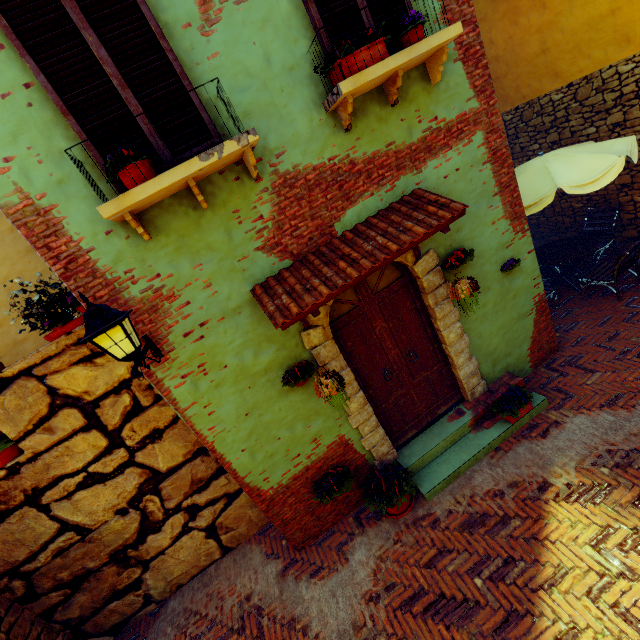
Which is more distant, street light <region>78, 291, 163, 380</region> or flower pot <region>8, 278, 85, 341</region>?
Answer: flower pot <region>8, 278, 85, 341</region>

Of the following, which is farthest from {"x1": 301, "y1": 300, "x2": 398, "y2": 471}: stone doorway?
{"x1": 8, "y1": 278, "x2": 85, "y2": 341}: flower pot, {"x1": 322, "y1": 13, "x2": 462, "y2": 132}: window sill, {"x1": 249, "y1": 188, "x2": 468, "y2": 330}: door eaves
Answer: {"x1": 8, "y1": 278, "x2": 85, "y2": 341}: flower pot

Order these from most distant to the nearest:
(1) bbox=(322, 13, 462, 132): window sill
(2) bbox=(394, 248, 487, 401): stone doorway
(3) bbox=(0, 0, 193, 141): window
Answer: (2) bbox=(394, 248, 487, 401): stone doorway
(1) bbox=(322, 13, 462, 132): window sill
(3) bbox=(0, 0, 193, 141): window

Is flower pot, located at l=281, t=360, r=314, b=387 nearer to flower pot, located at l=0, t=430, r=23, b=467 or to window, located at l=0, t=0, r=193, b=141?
window, located at l=0, t=0, r=193, b=141

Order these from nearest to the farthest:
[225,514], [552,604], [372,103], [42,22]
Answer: [42,22], [552,604], [372,103], [225,514]

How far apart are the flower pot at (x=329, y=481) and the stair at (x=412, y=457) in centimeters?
82cm

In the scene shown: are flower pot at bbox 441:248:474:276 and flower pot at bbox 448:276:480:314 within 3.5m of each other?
yes

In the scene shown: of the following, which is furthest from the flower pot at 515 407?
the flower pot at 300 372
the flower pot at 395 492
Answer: the flower pot at 300 372
